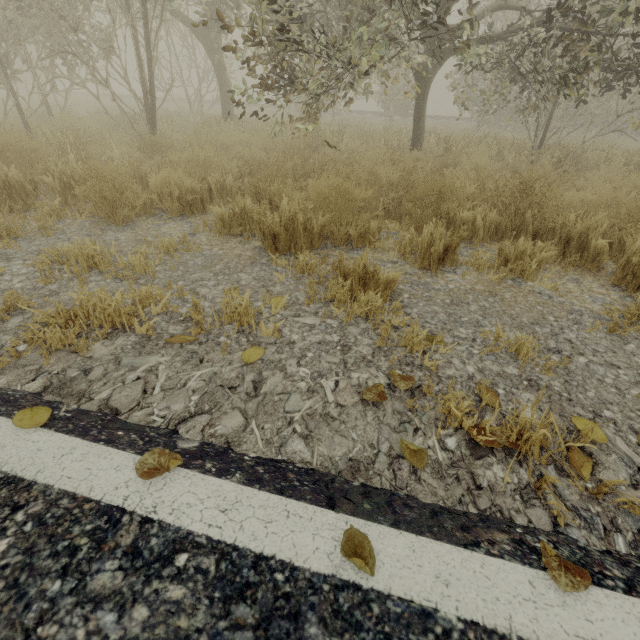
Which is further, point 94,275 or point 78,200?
point 78,200
